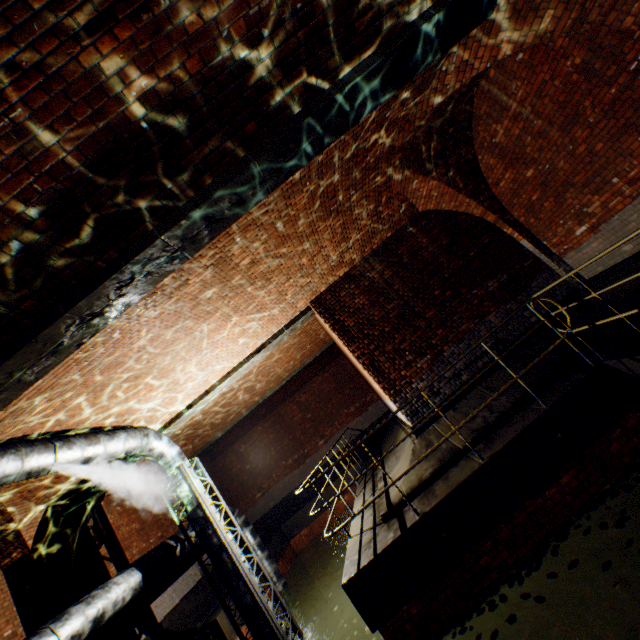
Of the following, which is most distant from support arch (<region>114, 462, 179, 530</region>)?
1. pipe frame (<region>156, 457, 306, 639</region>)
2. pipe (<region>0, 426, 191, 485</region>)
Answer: pipe frame (<region>156, 457, 306, 639</region>)

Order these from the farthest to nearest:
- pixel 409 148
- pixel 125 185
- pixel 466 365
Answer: pixel 466 365
pixel 409 148
pixel 125 185

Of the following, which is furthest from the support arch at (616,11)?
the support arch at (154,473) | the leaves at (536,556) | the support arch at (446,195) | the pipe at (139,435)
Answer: the support arch at (154,473)

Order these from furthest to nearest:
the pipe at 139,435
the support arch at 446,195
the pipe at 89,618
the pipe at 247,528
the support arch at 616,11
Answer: the pipe at 247,528 → the support arch at 446,195 → the pipe at 89,618 → the pipe at 139,435 → the support arch at 616,11

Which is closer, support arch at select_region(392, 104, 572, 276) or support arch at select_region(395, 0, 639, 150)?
support arch at select_region(395, 0, 639, 150)

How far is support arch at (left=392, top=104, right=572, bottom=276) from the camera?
6.5m

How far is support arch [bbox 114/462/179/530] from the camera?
11.3 meters

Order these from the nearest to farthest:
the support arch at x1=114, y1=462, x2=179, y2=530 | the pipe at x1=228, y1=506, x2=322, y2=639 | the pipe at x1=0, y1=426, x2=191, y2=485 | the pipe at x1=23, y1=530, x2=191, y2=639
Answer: the pipe at x1=0, y1=426, x2=191, y2=485
the pipe at x1=23, y1=530, x2=191, y2=639
the pipe at x1=228, y1=506, x2=322, y2=639
the support arch at x1=114, y1=462, x2=179, y2=530
